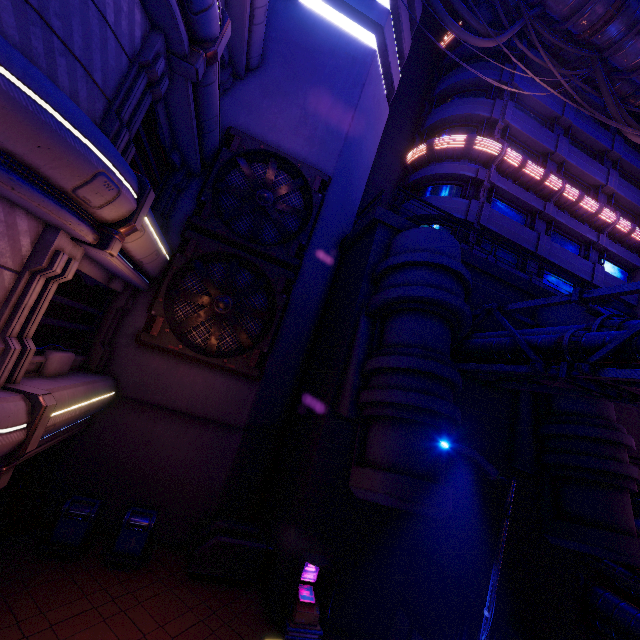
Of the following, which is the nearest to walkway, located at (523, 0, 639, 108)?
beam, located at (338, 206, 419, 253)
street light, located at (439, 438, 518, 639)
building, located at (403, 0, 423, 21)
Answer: building, located at (403, 0, 423, 21)

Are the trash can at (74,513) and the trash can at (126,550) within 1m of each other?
yes

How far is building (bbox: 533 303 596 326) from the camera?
12.4m

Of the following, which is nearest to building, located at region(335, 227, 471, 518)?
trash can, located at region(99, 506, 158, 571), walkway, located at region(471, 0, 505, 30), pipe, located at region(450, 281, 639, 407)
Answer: pipe, located at region(450, 281, 639, 407)

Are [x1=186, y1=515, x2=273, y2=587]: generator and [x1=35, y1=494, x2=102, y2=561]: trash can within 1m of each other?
no

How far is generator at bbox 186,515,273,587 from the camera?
9.42m

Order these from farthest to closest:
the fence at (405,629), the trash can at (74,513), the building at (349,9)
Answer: the building at (349,9) < the trash can at (74,513) < the fence at (405,629)

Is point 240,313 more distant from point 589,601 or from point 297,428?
point 589,601
